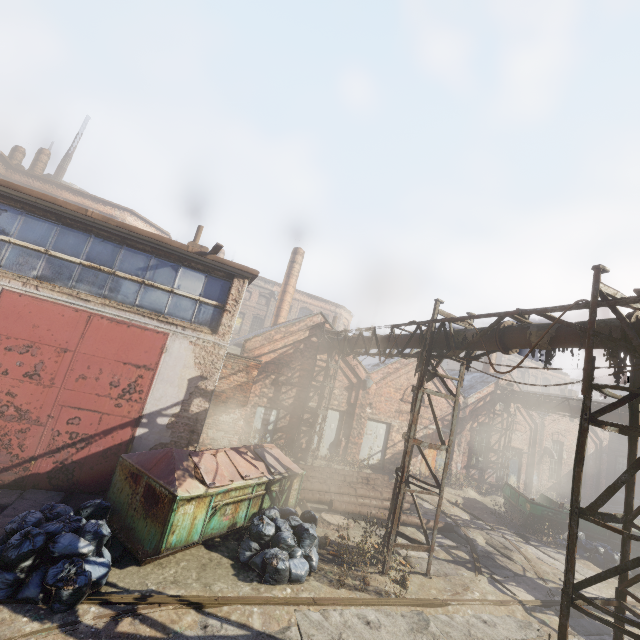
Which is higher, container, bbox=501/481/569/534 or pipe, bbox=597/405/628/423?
pipe, bbox=597/405/628/423

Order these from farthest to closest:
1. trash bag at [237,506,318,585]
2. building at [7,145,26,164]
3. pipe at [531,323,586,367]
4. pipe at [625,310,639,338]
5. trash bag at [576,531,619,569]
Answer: building at [7,145,26,164], trash bag at [576,531,619,569], trash bag at [237,506,318,585], pipe at [531,323,586,367], pipe at [625,310,639,338]

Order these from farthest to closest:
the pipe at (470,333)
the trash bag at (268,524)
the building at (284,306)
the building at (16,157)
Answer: the building at (16,157) < the building at (284,306) < the pipe at (470,333) < the trash bag at (268,524)

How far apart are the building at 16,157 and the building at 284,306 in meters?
23.9

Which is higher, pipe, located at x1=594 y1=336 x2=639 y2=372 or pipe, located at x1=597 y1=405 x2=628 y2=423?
pipe, located at x1=597 y1=405 x2=628 y2=423

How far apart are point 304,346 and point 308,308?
23.3m

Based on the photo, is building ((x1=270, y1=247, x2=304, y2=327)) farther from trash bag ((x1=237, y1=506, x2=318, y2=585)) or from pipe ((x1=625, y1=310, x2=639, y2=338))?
trash bag ((x1=237, y1=506, x2=318, y2=585))

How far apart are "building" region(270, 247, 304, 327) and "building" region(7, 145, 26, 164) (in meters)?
23.94
